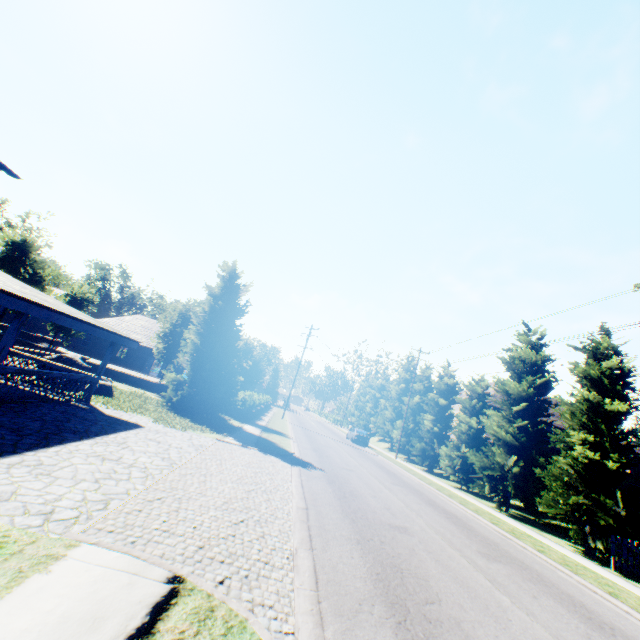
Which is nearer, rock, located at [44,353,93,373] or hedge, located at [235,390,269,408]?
rock, located at [44,353,93,373]

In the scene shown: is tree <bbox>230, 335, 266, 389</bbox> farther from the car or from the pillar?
the pillar

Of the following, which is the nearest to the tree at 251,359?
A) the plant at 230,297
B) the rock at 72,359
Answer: the plant at 230,297

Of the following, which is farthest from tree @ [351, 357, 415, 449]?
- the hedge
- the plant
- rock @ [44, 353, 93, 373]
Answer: rock @ [44, 353, 93, 373]

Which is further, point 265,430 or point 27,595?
point 265,430

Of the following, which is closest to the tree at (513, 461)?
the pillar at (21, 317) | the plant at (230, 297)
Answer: the plant at (230, 297)

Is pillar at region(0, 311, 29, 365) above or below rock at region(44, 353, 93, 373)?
above

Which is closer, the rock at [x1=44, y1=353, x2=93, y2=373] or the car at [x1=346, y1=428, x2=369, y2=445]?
the rock at [x1=44, y1=353, x2=93, y2=373]
